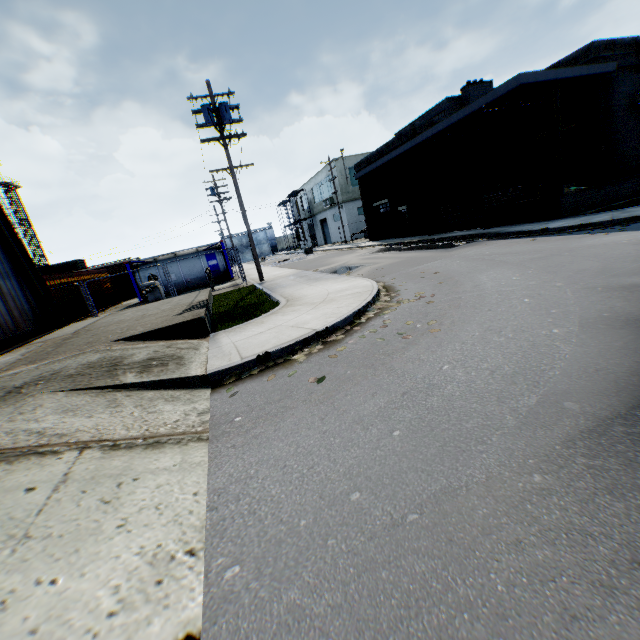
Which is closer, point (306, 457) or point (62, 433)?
point (306, 457)

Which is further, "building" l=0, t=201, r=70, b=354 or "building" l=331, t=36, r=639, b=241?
"building" l=331, t=36, r=639, b=241

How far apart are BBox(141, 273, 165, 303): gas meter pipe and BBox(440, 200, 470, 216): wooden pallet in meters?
18.6 m

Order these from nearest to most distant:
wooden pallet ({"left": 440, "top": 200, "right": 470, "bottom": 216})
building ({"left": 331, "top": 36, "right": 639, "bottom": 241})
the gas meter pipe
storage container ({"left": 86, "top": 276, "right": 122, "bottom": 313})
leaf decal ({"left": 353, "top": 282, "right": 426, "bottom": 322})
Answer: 1. leaf decal ({"left": 353, "top": 282, "right": 426, "bottom": 322})
2. building ({"left": 331, "top": 36, "right": 639, "bottom": 241})
3. the gas meter pipe
4. wooden pallet ({"left": 440, "top": 200, "right": 470, "bottom": 216})
5. storage container ({"left": 86, "top": 276, "right": 122, "bottom": 313})

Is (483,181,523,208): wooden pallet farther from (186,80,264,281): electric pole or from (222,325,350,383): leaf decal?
(222,325,350,383): leaf decal

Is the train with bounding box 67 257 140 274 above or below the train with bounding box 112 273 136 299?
above

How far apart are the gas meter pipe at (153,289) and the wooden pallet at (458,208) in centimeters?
1860cm

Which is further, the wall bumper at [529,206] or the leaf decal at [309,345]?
the wall bumper at [529,206]
